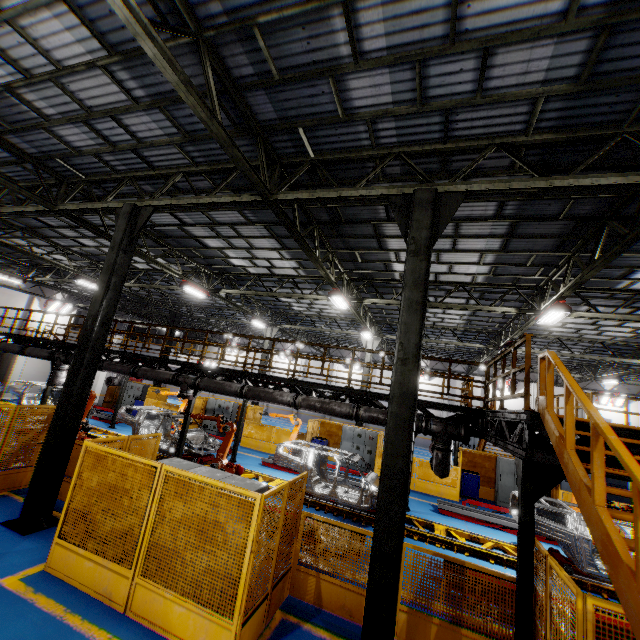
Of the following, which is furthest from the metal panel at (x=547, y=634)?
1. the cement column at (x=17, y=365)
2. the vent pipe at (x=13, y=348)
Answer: the cement column at (x=17, y=365)

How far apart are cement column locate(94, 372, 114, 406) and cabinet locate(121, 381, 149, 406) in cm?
97

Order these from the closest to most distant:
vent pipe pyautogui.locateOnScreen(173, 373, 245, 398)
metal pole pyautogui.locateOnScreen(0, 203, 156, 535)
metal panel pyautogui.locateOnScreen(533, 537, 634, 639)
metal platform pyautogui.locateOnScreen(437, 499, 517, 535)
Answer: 1. metal panel pyautogui.locateOnScreen(533, 537, 634, 639)
2. metal pole pyautogui.locateOnScreen(0, 203, 156, 535)
3. vent pipe pyautogui.locateOnScreen(173, 373, 245, 398)
4. metal platform pyautogui.locateOnScreen(437, 499, 517, 535)

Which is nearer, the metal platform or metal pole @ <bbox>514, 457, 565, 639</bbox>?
metal pole @ <bbox>514, 457, 565, 639</bbox>

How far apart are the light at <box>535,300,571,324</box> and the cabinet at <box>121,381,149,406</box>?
24.9 meters

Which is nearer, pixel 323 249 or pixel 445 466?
pixel 445 466

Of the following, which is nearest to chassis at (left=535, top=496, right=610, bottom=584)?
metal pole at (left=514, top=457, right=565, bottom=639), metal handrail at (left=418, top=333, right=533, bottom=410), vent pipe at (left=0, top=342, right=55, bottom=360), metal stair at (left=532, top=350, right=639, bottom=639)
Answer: vent pipe at (left=0, top=342, right=55, bottom=360)

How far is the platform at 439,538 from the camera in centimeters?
928cm
